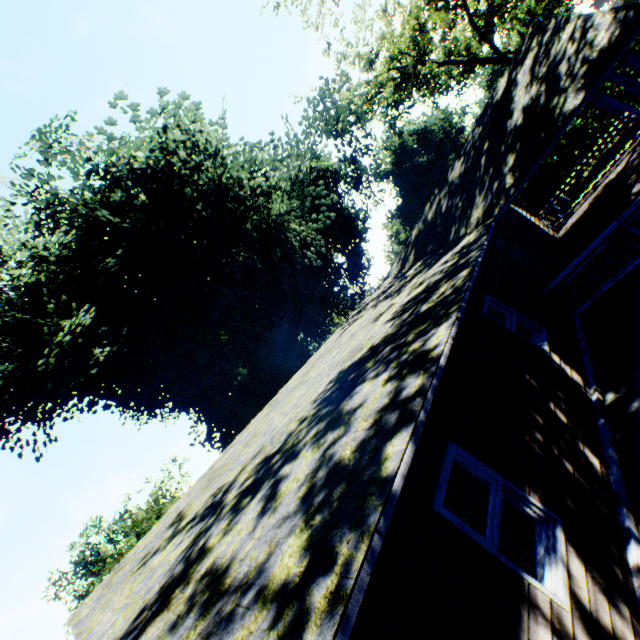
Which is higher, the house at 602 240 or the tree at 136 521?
the tree at 136 521

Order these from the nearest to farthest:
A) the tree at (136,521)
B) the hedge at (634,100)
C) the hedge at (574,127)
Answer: the hedge at (634,100) → the hedge at (574,127) → the tree at (136,521)

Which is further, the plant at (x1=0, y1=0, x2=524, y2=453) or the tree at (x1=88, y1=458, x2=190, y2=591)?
the tree at (x1=88, y1=458, x2=190, y2=591)

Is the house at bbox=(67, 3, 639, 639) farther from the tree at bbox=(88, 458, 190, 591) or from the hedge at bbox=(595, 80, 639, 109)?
the tree at bbox=(88, 458, 190, 591)

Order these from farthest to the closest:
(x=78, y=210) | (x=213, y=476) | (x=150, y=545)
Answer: (x=78, y=210)
(x=213, y=476)
(x=150, y=545)

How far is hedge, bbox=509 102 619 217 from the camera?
15.9m

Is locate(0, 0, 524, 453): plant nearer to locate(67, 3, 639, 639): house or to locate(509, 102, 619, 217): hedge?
locate(67, 3, 639, 639): house
